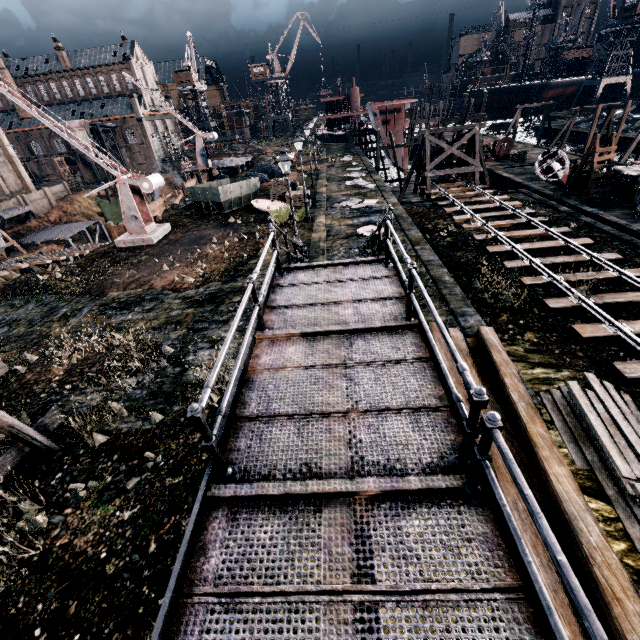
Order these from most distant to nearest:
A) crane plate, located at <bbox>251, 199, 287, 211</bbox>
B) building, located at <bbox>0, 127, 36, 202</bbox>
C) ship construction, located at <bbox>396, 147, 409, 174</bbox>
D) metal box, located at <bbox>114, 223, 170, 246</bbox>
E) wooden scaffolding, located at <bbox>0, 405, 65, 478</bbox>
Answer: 1. building, located at <bbox>0, 127, 36, 202</bbox>
2. ship construction, located at <bbox>396, 147, 409, 174</bbox>
3. crane plate, located at <bbox>251, 199, 287, 211</bbox>
4. metal box, located at <bbox>114, 223, 170, 246</bbox>
5. wooden scaffolding, located at <bbox>0, 405, 65, 478</bbox>

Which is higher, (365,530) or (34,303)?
(365,530)

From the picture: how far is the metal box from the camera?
23.31m

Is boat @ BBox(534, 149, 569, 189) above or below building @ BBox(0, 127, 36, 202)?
below

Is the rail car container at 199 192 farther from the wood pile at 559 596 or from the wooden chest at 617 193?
the wooden chest at 617 193

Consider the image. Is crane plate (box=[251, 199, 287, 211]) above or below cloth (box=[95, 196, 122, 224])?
above

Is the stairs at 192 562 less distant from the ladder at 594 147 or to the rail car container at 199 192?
the rail car container at 199 192

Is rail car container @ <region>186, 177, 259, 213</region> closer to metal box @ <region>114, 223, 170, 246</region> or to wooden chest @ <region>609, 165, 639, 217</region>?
metal box @ <region>114, 223, 170, 246</region>
